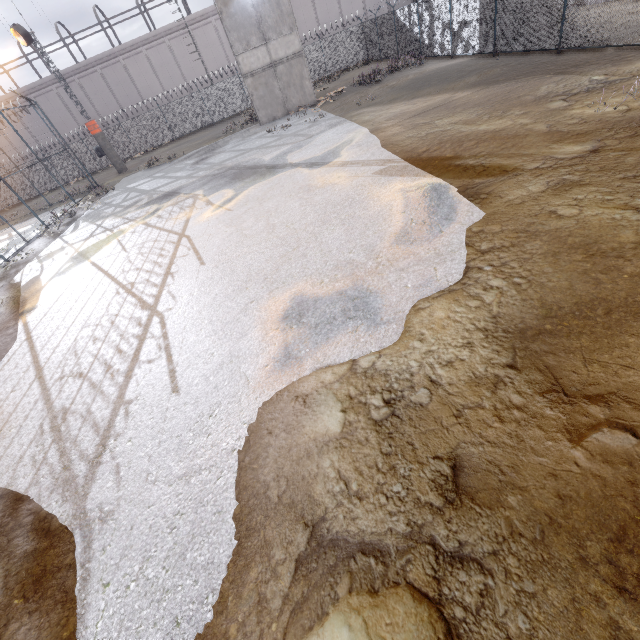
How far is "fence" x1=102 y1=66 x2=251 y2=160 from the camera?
29.73m

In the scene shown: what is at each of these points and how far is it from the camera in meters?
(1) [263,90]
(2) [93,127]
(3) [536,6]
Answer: (1) building, 20.4 m
(2) column, 23.7 m
(3) fence, 12.2 m

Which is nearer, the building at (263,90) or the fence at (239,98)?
the building at (263,90)

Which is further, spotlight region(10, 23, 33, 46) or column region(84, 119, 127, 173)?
column region(84, 119, 127, 173)

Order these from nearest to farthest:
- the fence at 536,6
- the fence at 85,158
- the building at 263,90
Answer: the fence at 536,6, the building at 263,90, the fence at 85,158

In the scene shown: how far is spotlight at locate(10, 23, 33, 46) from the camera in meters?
19.6 m

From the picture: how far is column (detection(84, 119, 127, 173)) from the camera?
23.70m

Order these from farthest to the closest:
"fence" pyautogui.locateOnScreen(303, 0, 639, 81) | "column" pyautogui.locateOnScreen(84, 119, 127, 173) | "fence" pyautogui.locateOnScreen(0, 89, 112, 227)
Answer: "column" pyautogui.locateOnScreen(84, 119, 127, 173) < "fence" pyautogui.locateOnScreen(0, 89, 112, 227) < "fence" pyautogui.locateOnScreen(303, 0, 639, 81)
